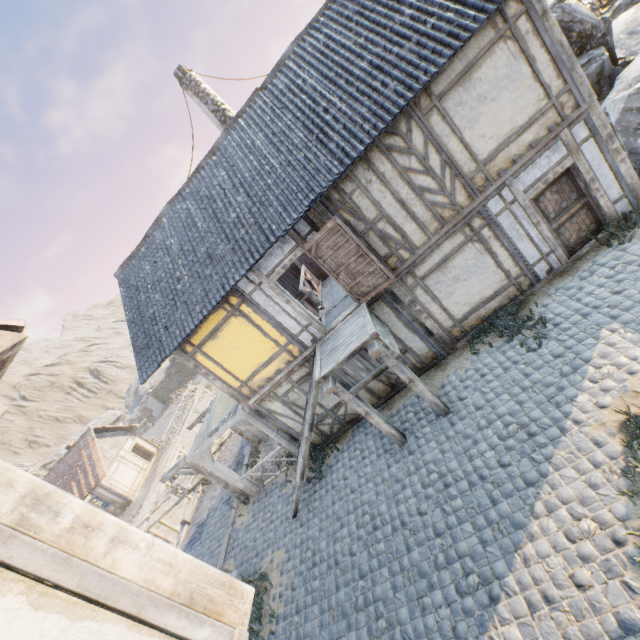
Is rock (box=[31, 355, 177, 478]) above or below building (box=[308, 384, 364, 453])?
above

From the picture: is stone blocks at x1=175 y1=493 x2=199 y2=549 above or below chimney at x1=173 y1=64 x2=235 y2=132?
Result: below

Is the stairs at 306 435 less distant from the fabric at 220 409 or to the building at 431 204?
the building at 431 204

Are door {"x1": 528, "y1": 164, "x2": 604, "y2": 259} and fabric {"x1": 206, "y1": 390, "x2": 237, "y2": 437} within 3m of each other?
no

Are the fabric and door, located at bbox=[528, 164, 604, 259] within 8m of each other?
no

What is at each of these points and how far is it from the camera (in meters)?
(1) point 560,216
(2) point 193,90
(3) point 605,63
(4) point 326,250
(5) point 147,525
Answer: (1) door, 7.92
(2) chimney, 11.77
(3) rock, 8.72
(4) door, 7.95
(5) wooden structure, 18.09

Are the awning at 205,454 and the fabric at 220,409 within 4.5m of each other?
yes

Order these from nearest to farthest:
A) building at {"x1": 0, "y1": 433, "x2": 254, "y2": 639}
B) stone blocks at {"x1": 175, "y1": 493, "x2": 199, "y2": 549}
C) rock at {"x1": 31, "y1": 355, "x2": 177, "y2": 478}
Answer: building at {"x1": 0, "y1": 433, "x2": 254, "y2": 639} → stone blocks at {"x1": 175, "y1": 493, "x2": 199, "y2": 549} → rock at {"x1": 31, "y1": 355, "x2": 177, "y2": 478}
